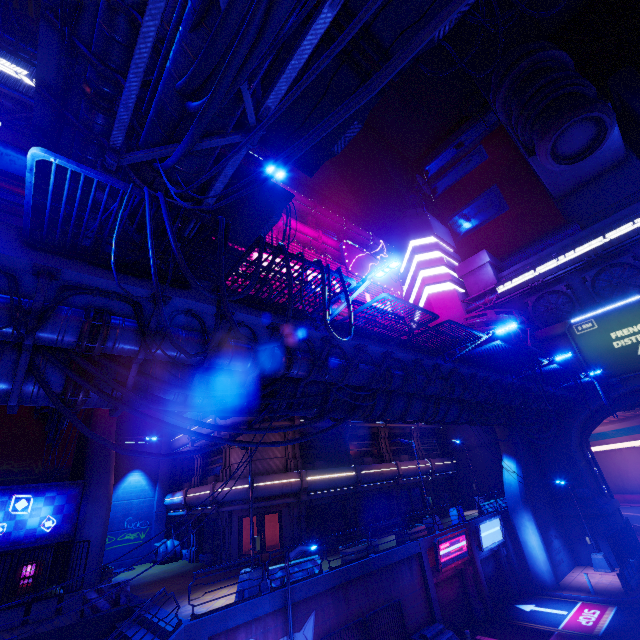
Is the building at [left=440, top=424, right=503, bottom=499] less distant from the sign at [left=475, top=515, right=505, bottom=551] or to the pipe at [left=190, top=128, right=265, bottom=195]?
the pipe at [left=190, top=128, right=265, bottom=195]

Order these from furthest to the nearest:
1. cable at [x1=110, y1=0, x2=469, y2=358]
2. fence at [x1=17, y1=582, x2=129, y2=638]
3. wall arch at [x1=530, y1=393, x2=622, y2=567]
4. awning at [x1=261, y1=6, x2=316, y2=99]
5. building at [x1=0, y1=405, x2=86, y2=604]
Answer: wall arch at [x1=530, y1=393, x2=622, y2=567], building at [x1=0, y1=405, x2=86, y2=604], fence at [x1=17, y1=582, x2=129, y2=638], awning at [x1=261, y1=6, x2=316, y2=99], cable at [x1=110, y1=0, x2=469, y2=358]

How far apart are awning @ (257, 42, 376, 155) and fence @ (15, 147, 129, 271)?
5.9 meters

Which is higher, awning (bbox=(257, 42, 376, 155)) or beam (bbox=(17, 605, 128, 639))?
awning (bbox=(257, 42, 376, 155))

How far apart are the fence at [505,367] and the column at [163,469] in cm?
2583

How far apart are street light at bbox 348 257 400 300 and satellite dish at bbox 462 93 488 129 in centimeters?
5854cm

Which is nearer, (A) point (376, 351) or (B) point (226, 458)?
(A) point (376, 351)

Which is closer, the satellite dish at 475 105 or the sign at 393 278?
the sign at 393 278
